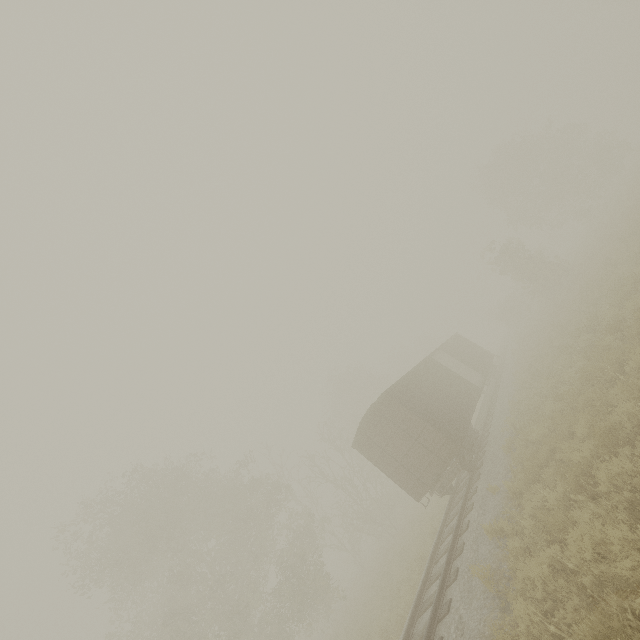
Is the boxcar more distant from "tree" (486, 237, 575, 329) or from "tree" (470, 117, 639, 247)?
"tree" (470, 117, 639, 247)

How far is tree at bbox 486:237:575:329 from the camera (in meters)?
27.20

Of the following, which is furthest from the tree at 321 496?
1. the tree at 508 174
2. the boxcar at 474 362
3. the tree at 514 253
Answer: the tree at 508 174

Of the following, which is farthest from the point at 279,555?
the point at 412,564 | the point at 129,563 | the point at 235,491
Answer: the point at 412,564

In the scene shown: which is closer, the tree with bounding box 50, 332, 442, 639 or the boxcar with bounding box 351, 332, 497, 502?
the boxcar with bounding box 351, 332, 497, 502

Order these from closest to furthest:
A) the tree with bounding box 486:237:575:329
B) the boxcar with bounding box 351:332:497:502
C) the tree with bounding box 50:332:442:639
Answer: the boxcar with bounding box 351:332:497:502 → the tree with bounding box 50:332:442:639 → the tree with bounding box 486:237:575:329

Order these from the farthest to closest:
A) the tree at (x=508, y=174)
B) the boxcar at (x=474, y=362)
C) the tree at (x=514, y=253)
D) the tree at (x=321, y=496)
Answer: the tree at (x=508, y=174), the tree at (x=514, y=253), the tree at (x=321, y=496), the boxcar at (x=474, y=362)

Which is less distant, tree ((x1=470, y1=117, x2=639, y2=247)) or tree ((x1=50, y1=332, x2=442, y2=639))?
tree ((x1=50, y1=332, x2=442, y2=639))
